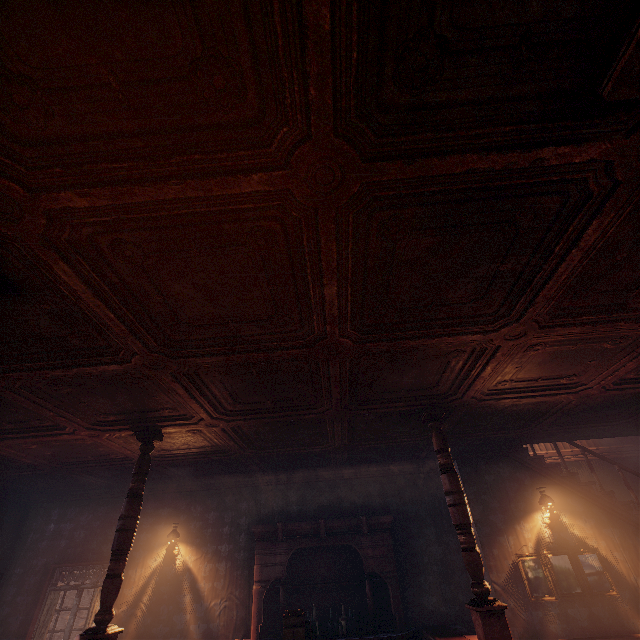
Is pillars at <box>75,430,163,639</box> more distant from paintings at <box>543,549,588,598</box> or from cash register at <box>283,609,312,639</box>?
paintings at <box>543,549,588,598</box>

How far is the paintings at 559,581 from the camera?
5.63m

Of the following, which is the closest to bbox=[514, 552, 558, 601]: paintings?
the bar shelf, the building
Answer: the building

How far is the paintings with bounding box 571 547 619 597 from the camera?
5.6 meters

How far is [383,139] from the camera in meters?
1.7

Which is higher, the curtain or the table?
the curtain

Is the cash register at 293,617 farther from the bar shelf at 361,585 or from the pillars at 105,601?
the pillars at 105,601

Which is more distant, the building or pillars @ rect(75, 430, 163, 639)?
pillars @ rect(75, 430, 163, 639)
